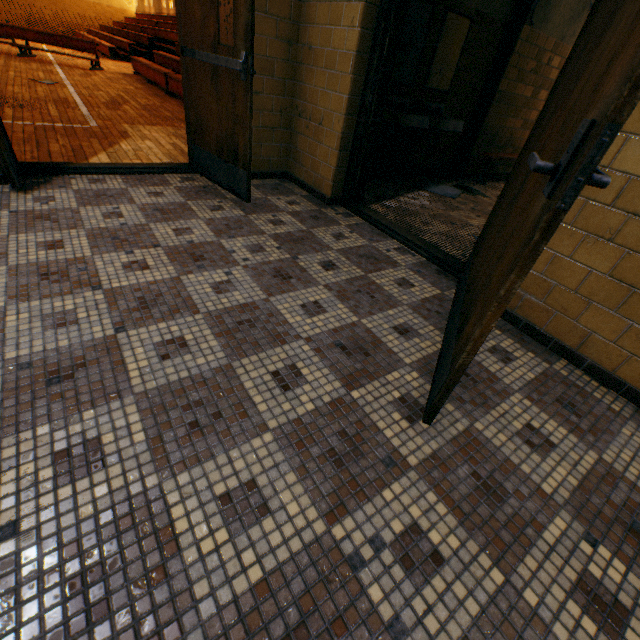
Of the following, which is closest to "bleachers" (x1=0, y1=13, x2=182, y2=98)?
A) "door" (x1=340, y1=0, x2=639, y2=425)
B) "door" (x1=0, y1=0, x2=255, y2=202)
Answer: "door" (x1=0, y1=0, x2=255, y2=202)

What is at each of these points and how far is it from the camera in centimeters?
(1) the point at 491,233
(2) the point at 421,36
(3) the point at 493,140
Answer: (1) door, 168cm
(2) mirror, 381cm
(3) wall pilaster, 546cm

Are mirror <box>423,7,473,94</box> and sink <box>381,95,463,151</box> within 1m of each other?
yes

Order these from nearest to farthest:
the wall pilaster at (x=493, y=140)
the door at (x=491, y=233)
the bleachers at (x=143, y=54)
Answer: the door at (x=491, y=233), the wall pilaster at (x=493, y=140), the bleachers at (x=143, y=54)

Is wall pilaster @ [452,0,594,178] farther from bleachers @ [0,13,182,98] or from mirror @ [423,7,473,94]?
bleachers @ [0,13,182,98]

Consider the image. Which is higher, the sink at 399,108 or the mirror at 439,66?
the mirror at 439,66

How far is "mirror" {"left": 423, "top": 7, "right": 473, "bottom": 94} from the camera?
3.9 meters

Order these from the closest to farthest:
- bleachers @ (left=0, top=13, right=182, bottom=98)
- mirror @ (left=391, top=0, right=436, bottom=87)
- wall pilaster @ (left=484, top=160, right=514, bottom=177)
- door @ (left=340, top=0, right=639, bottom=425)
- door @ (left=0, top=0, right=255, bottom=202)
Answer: door @ (left=340, top=0, right=639, bottom=425)
door @ (left=0, top=0, right=255, bottom=202)
mirror @ (left=391, top=0, right=436, bottom=87)
wall pilaster @ (left=484, top=160, right=514, bottom=177)
bleachers @ (left=0, top=13, right=182, bottom=98)
